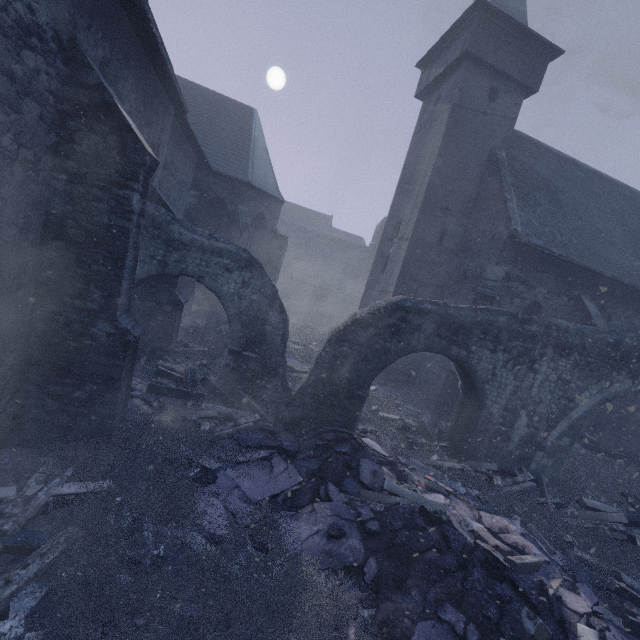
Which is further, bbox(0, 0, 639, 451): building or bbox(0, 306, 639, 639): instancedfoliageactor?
bbox(0, 0, 639, 451): building

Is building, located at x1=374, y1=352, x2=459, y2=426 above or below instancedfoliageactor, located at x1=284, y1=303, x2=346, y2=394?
above

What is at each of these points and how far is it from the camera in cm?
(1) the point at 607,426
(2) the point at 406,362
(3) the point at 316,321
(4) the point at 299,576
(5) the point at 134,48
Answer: (1) building, 1453
(2) building, 1448
(3) instancedfoliageactor, 2627
(4) instancedfoliageactor, 395
(5) building, 586

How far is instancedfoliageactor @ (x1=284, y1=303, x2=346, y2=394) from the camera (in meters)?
12.61

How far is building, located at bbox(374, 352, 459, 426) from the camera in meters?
11.2

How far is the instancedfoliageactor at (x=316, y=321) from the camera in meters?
12.6 m

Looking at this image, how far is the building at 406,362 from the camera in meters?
11.2
